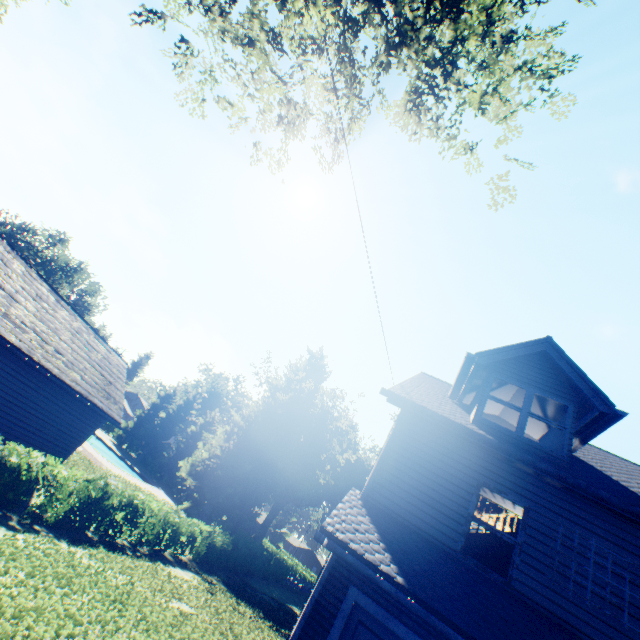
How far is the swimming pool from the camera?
33.7 meters

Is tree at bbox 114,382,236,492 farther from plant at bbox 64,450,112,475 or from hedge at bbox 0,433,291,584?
hedge at bbox 0,433,291,584

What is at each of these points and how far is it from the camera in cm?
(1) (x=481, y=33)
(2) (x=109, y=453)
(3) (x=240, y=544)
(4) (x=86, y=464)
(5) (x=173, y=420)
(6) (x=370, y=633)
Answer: (1) tree, 833
(2) swimming pool, 4053
(3) hedge, 2458
(4) plant, 2212
(5) tree, 5119
(6) garage door, 564

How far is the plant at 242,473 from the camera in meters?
33.5

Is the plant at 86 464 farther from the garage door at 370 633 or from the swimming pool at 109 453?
the garage door at 370 633

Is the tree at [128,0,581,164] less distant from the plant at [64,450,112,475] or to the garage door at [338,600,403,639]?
the plant at [64,450,112,475]

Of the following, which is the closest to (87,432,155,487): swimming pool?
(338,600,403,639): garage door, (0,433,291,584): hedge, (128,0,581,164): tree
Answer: (128,0,581,164): tree

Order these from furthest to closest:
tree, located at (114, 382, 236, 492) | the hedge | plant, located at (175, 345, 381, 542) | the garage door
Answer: tree, located at (114, 382, 236, 492), plant, located at (175, 345, 381, 542), the hedge, the garage door
